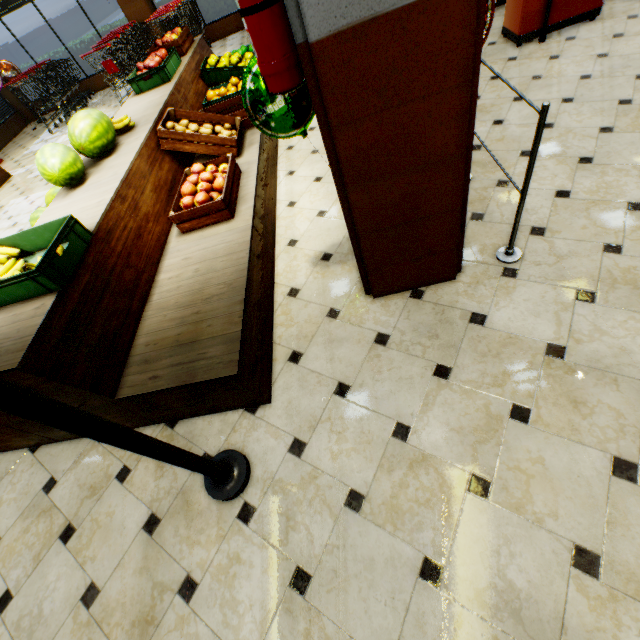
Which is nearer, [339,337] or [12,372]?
[12,372]

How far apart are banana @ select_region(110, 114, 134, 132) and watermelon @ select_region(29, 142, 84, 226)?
0.1m

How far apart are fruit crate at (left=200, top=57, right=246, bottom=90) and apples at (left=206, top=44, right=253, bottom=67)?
0.0m

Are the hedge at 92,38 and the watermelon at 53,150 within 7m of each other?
no

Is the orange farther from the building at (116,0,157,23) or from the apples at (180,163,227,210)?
the apples at (180,163,227,210)

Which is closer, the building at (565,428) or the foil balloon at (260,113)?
the building at (565,428)

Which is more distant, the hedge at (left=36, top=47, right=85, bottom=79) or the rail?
the hedge at (left=36, top=47, right=85, bottom=79)

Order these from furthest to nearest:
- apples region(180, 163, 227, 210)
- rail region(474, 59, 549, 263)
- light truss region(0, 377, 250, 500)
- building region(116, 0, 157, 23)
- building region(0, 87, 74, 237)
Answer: building region(116, 0, 157, 23)
building region(0, 87, 74, 237)
apples region(180, 163, 227, 210)
rail region(474, 59, 549, 263)
light truss region(0, 377, 250, 500)
